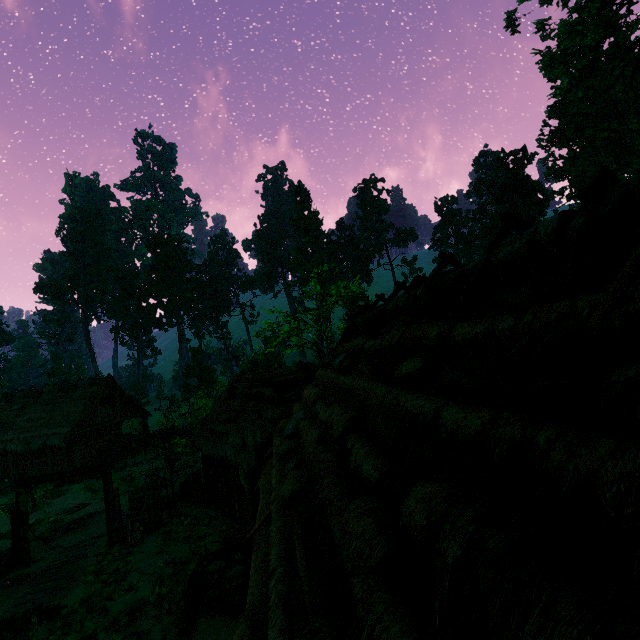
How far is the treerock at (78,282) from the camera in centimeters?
1878cm

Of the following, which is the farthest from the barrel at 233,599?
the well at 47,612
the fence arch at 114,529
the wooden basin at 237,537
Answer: the fence arch at 114,529

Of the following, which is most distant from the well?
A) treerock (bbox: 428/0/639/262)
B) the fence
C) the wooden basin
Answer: treerock (bbox: 428/0/639/262)

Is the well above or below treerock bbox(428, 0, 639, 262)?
below

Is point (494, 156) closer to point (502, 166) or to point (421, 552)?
point (502, 166)

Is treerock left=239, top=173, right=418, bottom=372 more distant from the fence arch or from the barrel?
the barrel

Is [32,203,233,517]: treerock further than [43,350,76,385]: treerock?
No

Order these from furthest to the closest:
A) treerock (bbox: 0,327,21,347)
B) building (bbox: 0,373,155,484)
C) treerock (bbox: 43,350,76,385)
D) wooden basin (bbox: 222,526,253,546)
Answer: treerock (bbox: 0,327,21,347) < treerock (bbox: 43,350,76,385) < building (bbox: 0,373,155,484) < wooden basin (bbox: 222,526,253,546)
